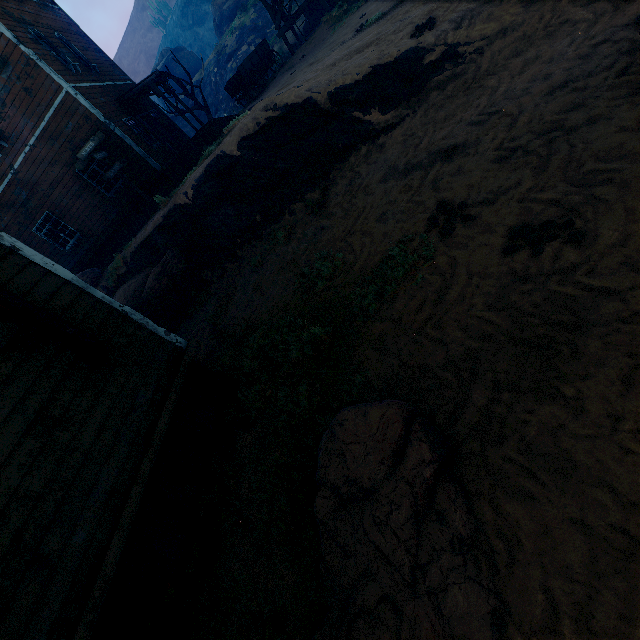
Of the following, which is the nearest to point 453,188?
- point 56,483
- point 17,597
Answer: point 56,483

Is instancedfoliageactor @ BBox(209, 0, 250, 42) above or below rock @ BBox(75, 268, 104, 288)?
above

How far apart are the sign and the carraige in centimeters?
821cm

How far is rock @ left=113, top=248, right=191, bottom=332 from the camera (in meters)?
10.12

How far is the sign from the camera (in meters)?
12.11

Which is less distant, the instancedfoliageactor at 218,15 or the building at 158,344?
the building at 158,344

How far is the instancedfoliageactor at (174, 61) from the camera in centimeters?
1980cm

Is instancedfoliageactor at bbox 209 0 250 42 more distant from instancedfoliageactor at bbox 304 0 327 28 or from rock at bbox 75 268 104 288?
rock at bbox 75 268 104 288
